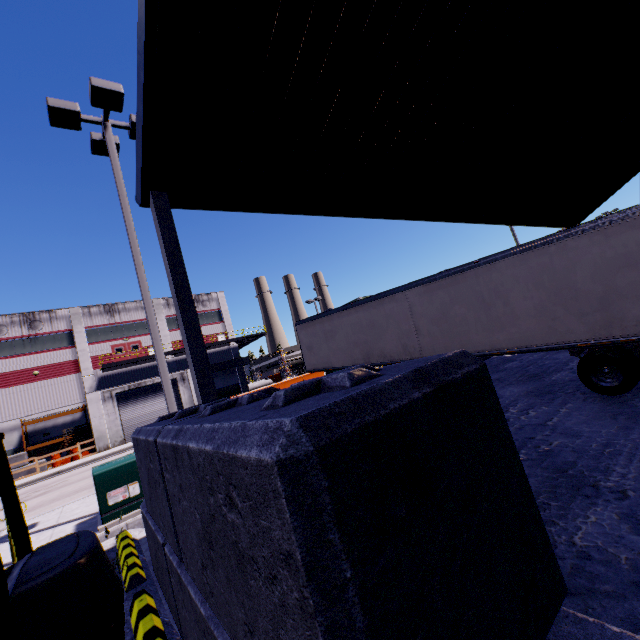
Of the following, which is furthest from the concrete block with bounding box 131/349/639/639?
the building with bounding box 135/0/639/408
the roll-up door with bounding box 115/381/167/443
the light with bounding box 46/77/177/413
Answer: the light with bounding box 46/77/177/413

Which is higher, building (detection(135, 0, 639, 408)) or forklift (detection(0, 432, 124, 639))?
building (detection(135, 0, 639, 408))

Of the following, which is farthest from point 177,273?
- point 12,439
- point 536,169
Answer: point 12,439

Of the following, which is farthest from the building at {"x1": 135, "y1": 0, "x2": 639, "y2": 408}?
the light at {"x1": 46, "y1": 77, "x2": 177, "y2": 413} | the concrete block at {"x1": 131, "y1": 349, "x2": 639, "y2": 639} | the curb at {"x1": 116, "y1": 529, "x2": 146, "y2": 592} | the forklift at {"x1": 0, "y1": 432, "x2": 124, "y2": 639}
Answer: the light at {"x1": 46, "y1": 77, "x2": 177, "y2": 413}

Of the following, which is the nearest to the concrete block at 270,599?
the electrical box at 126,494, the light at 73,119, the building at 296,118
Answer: the building at 296,118

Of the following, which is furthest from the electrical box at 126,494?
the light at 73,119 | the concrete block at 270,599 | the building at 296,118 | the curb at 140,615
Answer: the curb at 140,615

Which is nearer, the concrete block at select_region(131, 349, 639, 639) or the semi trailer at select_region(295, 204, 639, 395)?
the concrete block at select_region(131, 349, 639, 639)

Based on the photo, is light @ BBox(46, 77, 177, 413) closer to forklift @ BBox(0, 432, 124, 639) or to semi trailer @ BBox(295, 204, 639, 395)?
semi trailer @ BBox(295, 204, 639, 395)
